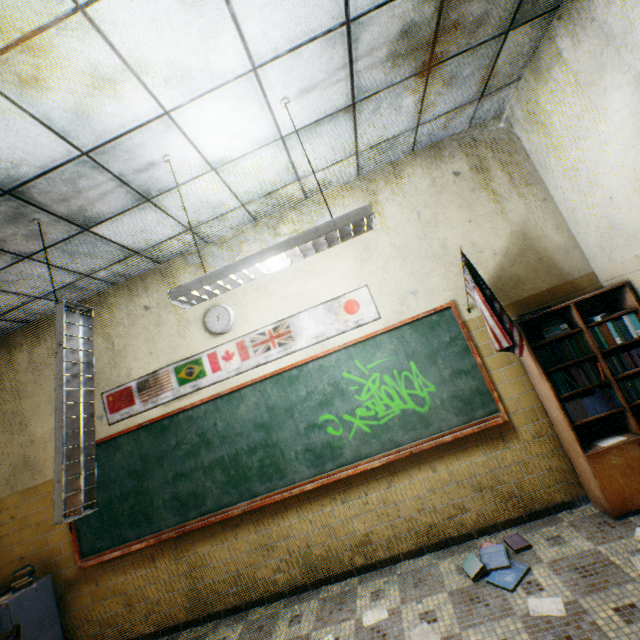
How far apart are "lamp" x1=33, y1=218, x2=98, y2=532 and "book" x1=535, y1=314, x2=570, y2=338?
3.8 meters

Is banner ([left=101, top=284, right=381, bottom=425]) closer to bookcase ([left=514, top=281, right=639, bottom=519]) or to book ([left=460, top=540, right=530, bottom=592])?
bookcase ([left=514, top=281, right=639, bottom=519])

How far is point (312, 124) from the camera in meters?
2.8 m

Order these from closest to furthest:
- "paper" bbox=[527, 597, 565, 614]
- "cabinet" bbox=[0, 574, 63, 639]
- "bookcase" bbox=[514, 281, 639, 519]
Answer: "paper" bbox=[527, 597, 565, 614] < "bookcase" bbox=[514, 281, 639, 519] < "cabinet" bbox=[0, 574, 63, 639]

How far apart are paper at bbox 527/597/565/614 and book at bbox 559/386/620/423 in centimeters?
138cm

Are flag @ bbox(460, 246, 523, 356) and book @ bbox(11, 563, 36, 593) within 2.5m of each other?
no

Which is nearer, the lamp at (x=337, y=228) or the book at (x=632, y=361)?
the lamp at (x=337, y=228)
